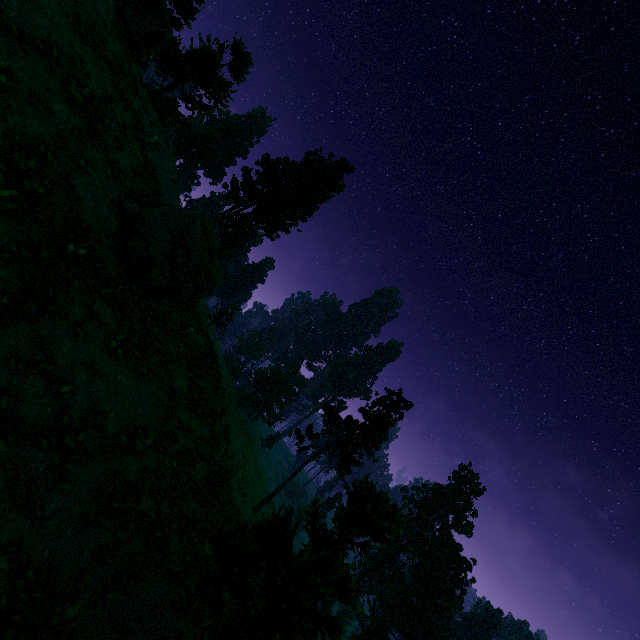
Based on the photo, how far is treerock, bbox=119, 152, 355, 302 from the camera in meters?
12.4 m

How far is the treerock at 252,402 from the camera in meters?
51.0 m

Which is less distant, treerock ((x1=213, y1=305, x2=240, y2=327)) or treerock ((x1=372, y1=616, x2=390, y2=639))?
treerock ((x1=213, y1=305, x2=240, y2=327))

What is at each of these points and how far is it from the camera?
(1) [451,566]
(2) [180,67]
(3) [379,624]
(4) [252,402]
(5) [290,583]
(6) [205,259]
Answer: (1) treerock, 55.78m
(2) treerock, 23.83m
(3) treerock, 59.19m
(4) treerock, 54.62m
(5) treerock, 8.79m
(6) treerock, 14.02m

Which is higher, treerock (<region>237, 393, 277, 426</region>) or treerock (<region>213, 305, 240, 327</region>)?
treerock (<region>213, 305, 240, 327</region>)

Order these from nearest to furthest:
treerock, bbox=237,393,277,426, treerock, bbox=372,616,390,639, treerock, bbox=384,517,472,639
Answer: treerock, bbox=384,517,472,639
treerock, bbox=237,393,277,426
treerock, bbox=372,616,390,639

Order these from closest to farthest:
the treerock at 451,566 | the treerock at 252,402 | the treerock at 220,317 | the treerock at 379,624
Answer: the treerock at 220,317, the treerock at 451,566, the treerock at 252,402, the treerock at 379,624
